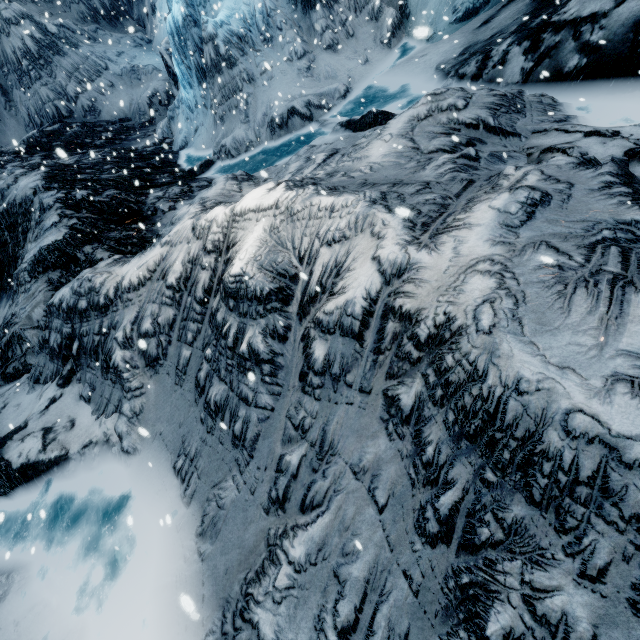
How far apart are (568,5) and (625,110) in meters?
2.6
